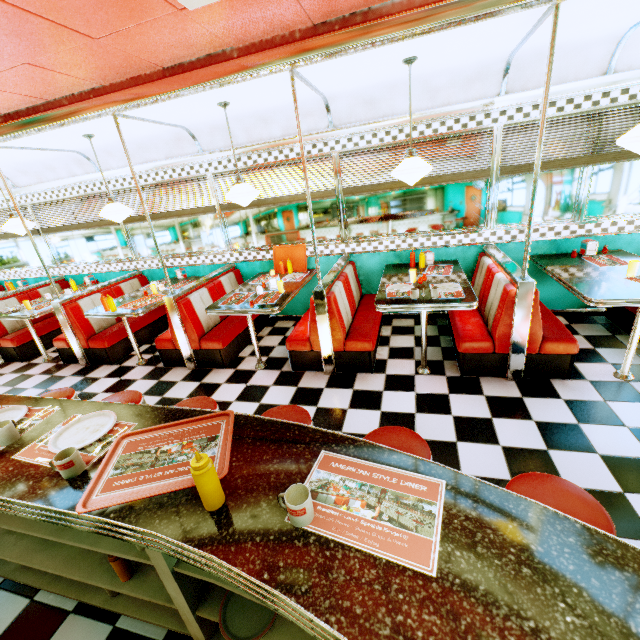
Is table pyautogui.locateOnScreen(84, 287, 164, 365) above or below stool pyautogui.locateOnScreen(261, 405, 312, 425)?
above

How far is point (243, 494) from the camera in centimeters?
118cm

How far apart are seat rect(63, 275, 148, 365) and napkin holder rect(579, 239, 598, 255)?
6.49m

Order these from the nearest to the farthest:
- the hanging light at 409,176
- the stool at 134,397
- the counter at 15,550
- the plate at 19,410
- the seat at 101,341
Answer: the counter at 15,550
the plate at 19,410
the stool at 134,397
the hanging light at 409,176
the seat at 101,341

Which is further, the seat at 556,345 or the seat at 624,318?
the seat at 624,318

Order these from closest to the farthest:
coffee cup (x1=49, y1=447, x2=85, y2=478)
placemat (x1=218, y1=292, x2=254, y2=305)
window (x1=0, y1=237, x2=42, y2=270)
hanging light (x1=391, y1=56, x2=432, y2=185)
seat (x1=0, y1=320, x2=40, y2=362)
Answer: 1. coffee cup (x1=49, y1=447, x2=85, y2=478)
2. hanging light (x1=391, y1=56, x2=432, y2=185)
3. placemat (x1=218, y1=292, x2=254, y2=305)
4. seat (x1=0, y1=320, x2=40, y2=362)
5. window (x1=0, y1=237, x2=42, y2=270)

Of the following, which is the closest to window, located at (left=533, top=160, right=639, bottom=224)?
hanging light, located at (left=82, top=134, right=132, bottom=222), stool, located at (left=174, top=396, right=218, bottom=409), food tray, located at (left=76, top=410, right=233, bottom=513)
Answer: hanging light, located at (left=82, top=134, right=132, bottom=222)

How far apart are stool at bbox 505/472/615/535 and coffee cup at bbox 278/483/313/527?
0.90m
